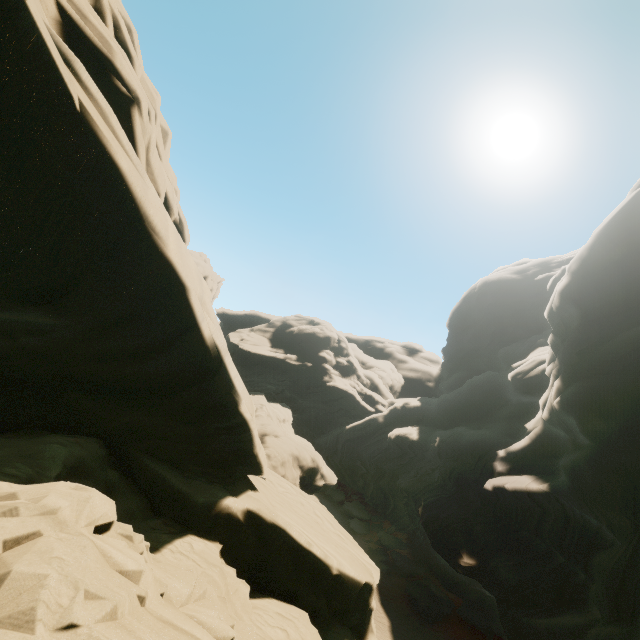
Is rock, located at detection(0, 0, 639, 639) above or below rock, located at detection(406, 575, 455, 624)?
above

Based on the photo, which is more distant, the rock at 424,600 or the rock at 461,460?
the rock at 424,600

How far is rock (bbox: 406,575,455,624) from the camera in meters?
26.6 m

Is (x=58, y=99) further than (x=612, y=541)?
No

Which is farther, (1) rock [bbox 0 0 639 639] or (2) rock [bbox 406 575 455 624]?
(2) rock [bbox 406 575 455 624]

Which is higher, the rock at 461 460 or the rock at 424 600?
the rock at 461 460
